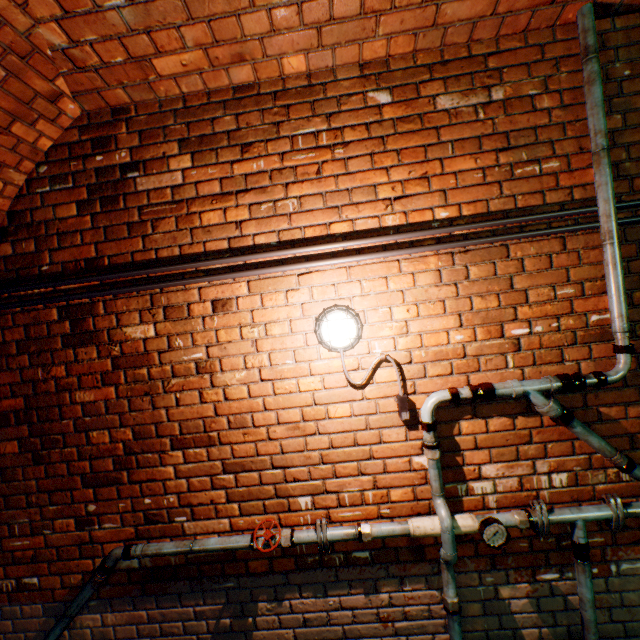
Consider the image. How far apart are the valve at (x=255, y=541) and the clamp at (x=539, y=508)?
1.4m

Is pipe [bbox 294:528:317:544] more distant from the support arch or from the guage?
the support arch

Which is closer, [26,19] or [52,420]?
[26,19]

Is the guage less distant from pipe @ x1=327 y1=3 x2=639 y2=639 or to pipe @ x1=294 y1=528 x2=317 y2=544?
pipe @ x1=327 y1=3 x2=639 y2=639

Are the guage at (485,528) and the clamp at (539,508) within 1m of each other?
yes

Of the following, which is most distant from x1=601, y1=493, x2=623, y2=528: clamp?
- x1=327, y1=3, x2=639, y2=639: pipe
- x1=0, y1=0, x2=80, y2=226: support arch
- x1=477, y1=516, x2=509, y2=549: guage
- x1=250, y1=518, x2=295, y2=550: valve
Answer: x1=0, y1=0, x2=80, y2=226: support arch

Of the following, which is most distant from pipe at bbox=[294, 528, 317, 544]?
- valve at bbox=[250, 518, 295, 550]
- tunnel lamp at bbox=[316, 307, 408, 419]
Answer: tunnel lamp at bbox=[316, 307, 408, 419]

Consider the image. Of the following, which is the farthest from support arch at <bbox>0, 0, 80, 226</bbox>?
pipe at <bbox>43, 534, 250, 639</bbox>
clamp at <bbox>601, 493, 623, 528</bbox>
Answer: clamp at <bbox>601, 493, 623, 528</bbox>
